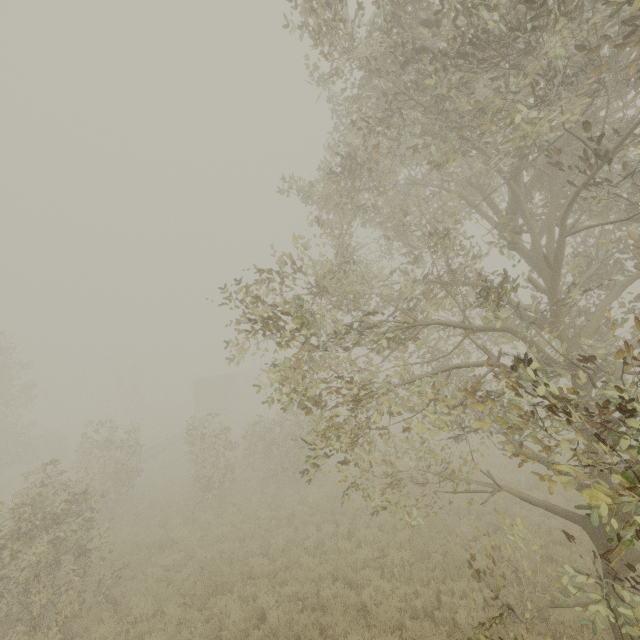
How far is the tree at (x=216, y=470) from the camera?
15.2m

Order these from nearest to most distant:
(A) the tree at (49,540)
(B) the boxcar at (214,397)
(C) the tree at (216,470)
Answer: (A) the tree at (49,540) < (C) the tree at (216,470) < (B) the boxcar at (214,397)

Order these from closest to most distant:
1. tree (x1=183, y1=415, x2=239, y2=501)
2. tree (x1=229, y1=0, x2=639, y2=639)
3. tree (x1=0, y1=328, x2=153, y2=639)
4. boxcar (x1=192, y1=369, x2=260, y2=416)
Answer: tree (x1=229, y1=0, x2=639, y2=639)
tree (x1=0, y1=328, x2=153, y2=639)
tree (x1=183, y1=415, x2=239, y2=501)
boxcar (x1=192, y1=369, x2=260, y2=416)

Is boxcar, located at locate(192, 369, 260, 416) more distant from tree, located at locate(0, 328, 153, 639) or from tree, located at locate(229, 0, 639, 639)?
tree, located at locate(229, 0, 639, 639)

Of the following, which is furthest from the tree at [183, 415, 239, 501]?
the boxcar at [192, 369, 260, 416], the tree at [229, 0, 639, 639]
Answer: the tree at [229, 0, 639, 639]

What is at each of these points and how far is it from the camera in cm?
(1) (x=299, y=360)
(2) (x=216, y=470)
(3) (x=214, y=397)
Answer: (1) tree, 509
(2) tree, 1559
(3) boxcar, 3762

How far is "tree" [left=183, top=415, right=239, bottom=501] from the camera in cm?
1517

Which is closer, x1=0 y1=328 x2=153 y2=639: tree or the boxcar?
x1=0 y1=328 x2=153 y2=639: tree
